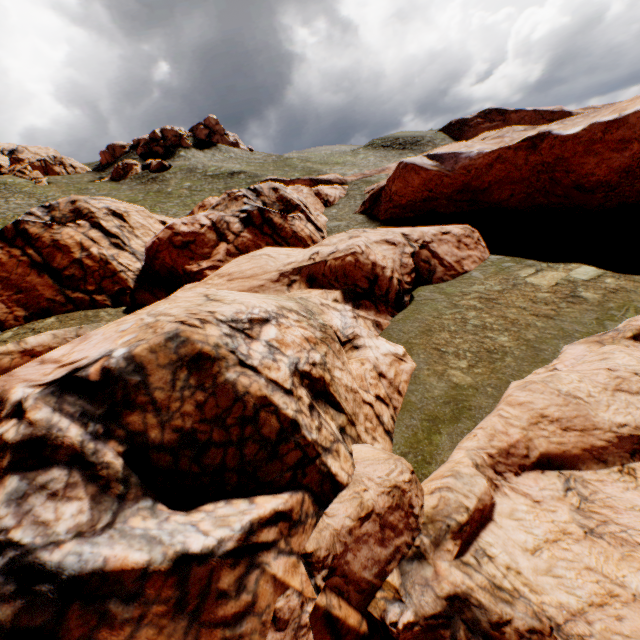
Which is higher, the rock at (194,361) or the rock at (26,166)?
the rock at (26,166)

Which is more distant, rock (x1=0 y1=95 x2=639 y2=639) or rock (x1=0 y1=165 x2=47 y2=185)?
rock (x1=0 y1=165 x2=47 y2=185)

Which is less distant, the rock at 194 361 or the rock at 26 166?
the rock at 194 361

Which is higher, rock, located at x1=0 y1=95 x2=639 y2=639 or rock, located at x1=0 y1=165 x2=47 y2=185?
rock, located at x1=0 y1=165 x2=47 y2=185

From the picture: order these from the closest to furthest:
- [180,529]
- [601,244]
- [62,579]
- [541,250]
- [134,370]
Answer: [62,579] < [180,529] < [134,370] < [601,244] < [541,250]
